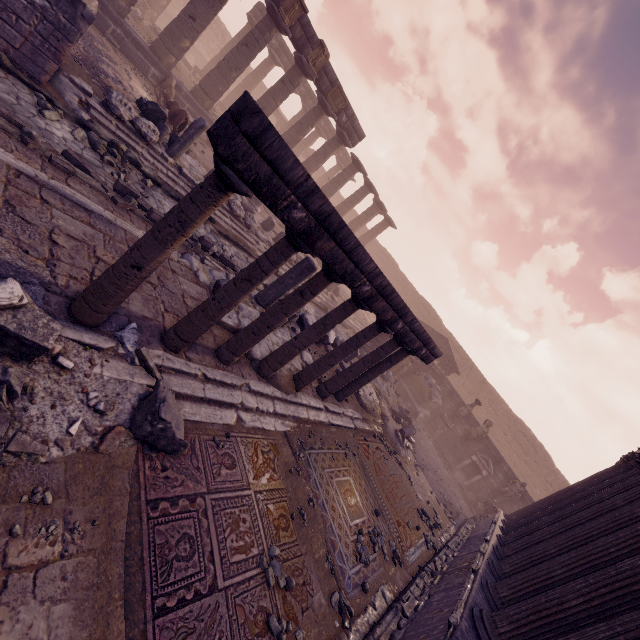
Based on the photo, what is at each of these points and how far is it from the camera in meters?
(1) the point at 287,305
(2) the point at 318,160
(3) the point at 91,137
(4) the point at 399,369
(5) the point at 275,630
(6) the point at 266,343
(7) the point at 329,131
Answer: (1) column, 5.2 m
(2) column, 20.5 m
(3) rocks, 7.3 m
(4) relief sculpture, 17.5 m
(5) stone, 3.7 m
(6) building debris, 7.1 m
(7) entablature, 29.8 m

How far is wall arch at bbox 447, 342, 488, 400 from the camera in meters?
27.5

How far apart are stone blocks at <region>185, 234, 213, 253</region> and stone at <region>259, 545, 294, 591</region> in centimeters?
660cm

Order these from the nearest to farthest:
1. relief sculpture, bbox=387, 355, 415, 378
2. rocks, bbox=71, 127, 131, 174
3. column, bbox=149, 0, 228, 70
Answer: rocks, bbox=71, 127, 131, 174 → column, bbox=149, 0, 228, 70 → relief sculpture, bbox=387, 355, 415, 378

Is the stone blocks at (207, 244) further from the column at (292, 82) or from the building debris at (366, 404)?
the column at (292, 82)

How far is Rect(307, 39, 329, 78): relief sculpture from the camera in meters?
15.9 m

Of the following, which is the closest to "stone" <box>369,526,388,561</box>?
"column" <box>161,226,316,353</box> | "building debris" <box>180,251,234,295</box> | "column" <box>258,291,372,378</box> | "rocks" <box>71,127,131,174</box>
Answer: "building debris" <box>180,251,234,295</box>

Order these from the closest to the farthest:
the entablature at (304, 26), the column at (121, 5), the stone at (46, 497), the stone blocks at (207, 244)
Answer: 1. the stone at (46, 497)
2. the stone blocks at (207, 244)
3. the column at (121, 5)
4. the entablature at (304, 26)
